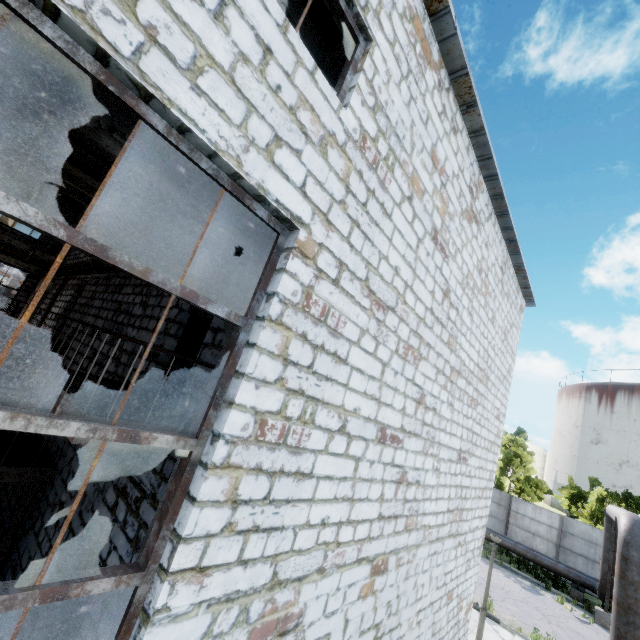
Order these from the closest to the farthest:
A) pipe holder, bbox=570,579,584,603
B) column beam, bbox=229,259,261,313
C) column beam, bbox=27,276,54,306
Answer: column beam, bbox=229,259,261,313, column beam, bbox=27,276,54,306, pipe holder, bbox=570,579,584,603

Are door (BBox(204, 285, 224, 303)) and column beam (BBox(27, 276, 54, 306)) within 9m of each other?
no

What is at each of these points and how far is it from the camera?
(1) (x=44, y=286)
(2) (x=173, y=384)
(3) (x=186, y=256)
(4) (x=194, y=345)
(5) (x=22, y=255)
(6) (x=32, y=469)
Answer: (1) column beam, 14.9m
(2) door, 5.6m
(3) wires, 6.4m
(4) door, 5.8m
(5) wires, 14.3m
(6) stairs, 6.1m

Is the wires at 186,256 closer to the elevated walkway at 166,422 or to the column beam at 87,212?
the column beam at 87,212

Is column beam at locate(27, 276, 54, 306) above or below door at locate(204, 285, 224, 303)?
below

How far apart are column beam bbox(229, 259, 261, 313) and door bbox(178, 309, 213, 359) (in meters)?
1.58

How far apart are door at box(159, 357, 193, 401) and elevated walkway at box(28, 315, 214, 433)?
0.9m

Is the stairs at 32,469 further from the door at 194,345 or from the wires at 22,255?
the door at 194,345
